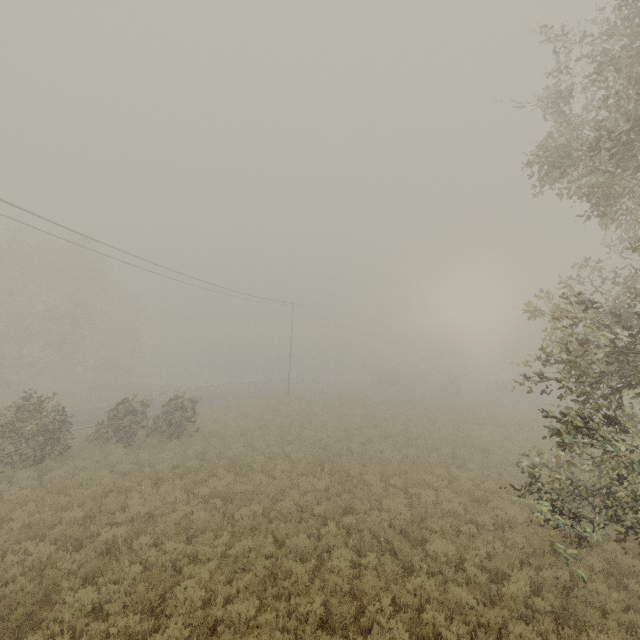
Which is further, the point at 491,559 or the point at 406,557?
the point at 491,559
